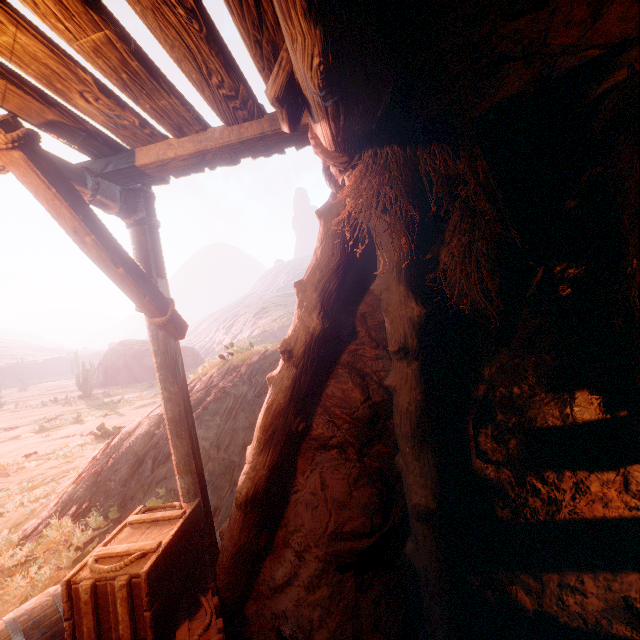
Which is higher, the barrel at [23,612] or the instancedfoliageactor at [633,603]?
the barrel at [23,612]

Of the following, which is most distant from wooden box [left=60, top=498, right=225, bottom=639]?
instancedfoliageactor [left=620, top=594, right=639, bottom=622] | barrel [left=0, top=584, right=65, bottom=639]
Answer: instancedfoliageactor [left=620, top=594, right=639, bottom=622]

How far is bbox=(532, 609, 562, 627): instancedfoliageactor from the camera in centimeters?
278cm

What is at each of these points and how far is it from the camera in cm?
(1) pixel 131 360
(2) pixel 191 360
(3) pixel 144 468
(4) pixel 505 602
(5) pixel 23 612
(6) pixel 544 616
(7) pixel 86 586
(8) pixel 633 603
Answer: (1) instancedfoliageactor, 3512
(2) instancedfoliageactor, 3703
(3) z, 562
(4) instancedfoliageactor, 299
(5) barrel, 313
(6) instancedfoliageactor, 282
(7) wooden box, 241
(8) instancedfoliageactor, 287

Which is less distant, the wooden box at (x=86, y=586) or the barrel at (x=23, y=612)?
the wooden box at (x=86, y=586)

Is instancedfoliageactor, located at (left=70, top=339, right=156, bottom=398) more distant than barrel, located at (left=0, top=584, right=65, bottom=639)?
Yes

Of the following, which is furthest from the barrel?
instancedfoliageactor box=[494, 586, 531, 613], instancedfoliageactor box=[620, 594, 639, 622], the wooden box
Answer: instancedfoliageactor box=[620, 594, 639, 622]

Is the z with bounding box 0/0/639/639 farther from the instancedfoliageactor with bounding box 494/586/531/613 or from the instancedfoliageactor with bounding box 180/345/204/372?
the instancedfoliageactor with bounding box 180/345/204/372
